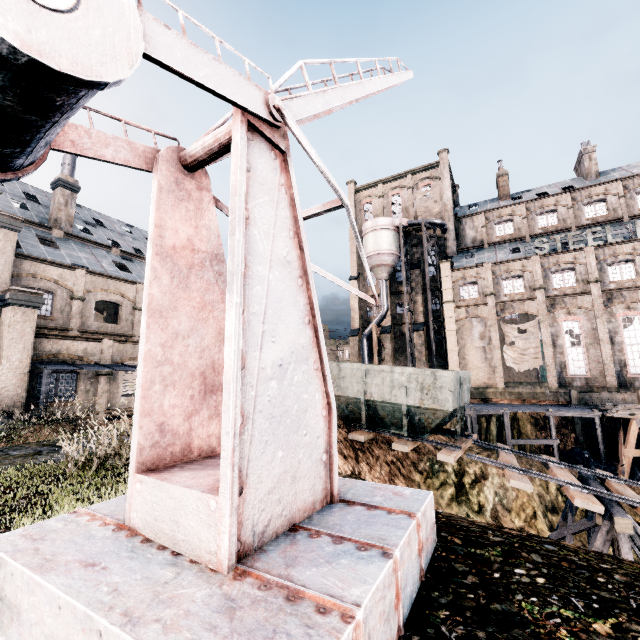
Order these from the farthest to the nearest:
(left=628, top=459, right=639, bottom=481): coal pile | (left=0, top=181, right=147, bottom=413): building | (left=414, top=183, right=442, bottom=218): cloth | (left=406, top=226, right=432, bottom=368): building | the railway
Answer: (left=414, top=183, right=442, bottom=218): cloth
(left=406, top=226, right=432, bottom=368): building
(left=628, top=459, right=639, bottom=481): coal pile
(left=0, top=181, right=147, bottom=413): building
the railway

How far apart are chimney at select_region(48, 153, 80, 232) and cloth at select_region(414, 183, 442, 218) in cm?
3946

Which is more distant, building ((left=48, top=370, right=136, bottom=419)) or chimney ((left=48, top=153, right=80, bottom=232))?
chimney ((left=48, top=153, right=80, bottom=232))

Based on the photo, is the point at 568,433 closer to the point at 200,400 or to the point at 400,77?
the point at 400,77

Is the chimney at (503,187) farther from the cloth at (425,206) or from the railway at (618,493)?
the railway at (618,493)

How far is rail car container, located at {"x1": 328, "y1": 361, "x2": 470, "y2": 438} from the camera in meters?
13.6

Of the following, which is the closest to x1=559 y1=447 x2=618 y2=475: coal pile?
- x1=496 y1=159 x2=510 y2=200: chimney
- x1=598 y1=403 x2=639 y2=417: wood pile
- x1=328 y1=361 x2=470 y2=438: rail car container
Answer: x1=598 y1=403 x2=639 y2=417: wood pile

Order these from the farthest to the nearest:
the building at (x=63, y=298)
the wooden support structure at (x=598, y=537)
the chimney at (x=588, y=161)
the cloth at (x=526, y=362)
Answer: the chimney at (x=588, y=161)
the cloth at (x=526, y=362)
the building at (x=63, y=298)
the wooden support structure at (x=598, y=537)
